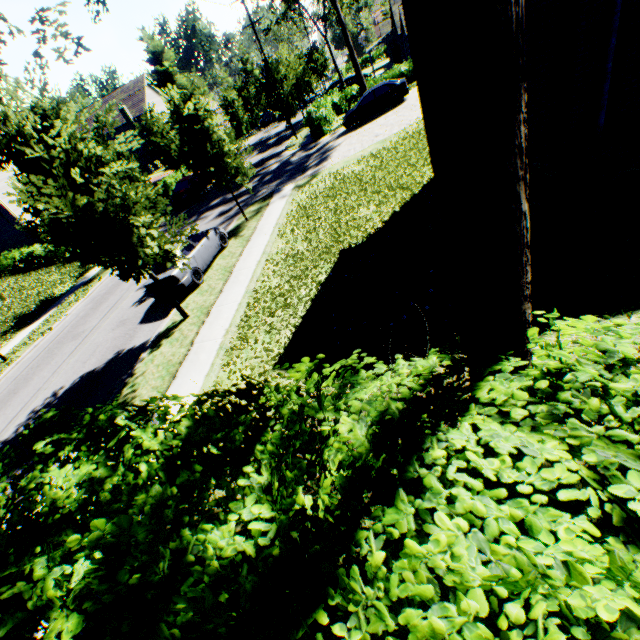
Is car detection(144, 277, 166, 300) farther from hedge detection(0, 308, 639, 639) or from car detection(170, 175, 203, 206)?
car detection(170, 175, 203, 206)

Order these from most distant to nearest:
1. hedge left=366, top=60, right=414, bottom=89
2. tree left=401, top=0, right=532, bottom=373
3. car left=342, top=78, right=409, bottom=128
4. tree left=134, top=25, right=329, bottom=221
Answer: hedge left=366, top=60, right=414, bottom=89
car left=342, top=78, right=409, bottom=128
tree left=134, top=25, right=329, bottom=221
tree left=401, top=0, right=532, bottom=373

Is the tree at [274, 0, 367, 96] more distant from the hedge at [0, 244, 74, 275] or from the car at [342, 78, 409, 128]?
the car at [342, 78, 409, 128]

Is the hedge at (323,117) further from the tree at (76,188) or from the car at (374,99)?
the car at (374,99)

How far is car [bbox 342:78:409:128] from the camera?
21.67m

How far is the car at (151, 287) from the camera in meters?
12.5

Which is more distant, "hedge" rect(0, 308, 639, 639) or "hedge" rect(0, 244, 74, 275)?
"hedge" rect(0, 244, 74, 275)

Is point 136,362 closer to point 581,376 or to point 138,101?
point 581,376
